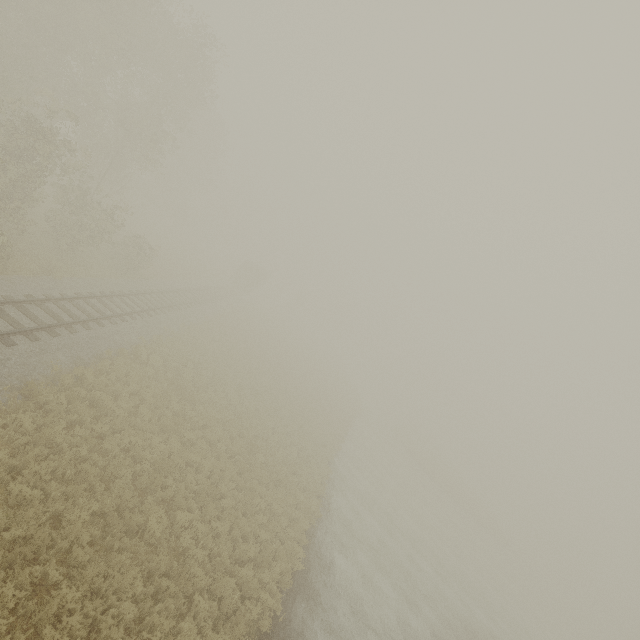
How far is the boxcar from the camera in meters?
47.8

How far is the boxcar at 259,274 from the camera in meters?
47.8

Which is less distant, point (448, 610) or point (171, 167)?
point (448, 610)
